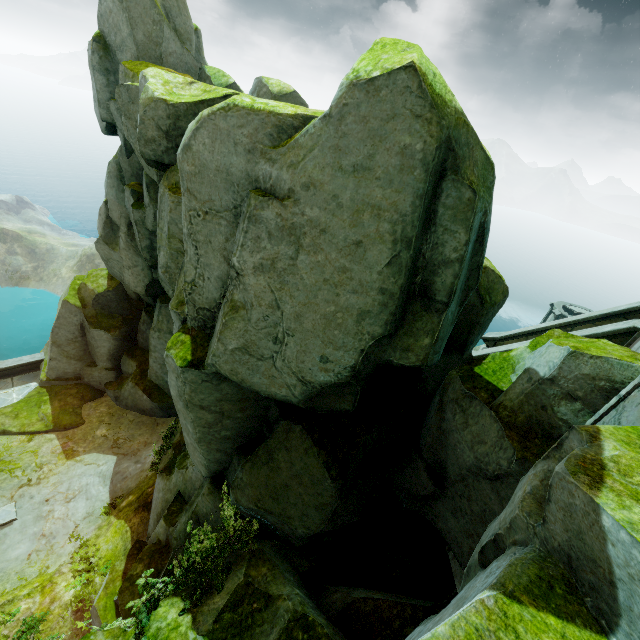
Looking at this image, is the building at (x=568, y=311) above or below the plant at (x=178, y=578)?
below

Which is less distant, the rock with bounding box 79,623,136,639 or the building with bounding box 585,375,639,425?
the building with bounding box 585,375,639,425

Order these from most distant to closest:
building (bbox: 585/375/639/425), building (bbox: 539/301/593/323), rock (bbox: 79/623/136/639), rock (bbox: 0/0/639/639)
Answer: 1. building (bbox: 539/301/593/323)
2. rock (bbox: 79/623/136/639)
3. building (bbox: 585/375/639/425)
4. rock (bbox: 0/0/639/639)

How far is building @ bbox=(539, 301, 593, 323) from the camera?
36.7 meters

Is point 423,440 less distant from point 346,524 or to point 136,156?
point 346,524

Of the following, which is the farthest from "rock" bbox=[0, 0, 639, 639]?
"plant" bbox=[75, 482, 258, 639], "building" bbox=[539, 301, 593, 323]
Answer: "building" bbox=[539, 301, 593, 323]

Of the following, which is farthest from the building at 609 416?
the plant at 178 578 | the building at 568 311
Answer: the building at 568 311
